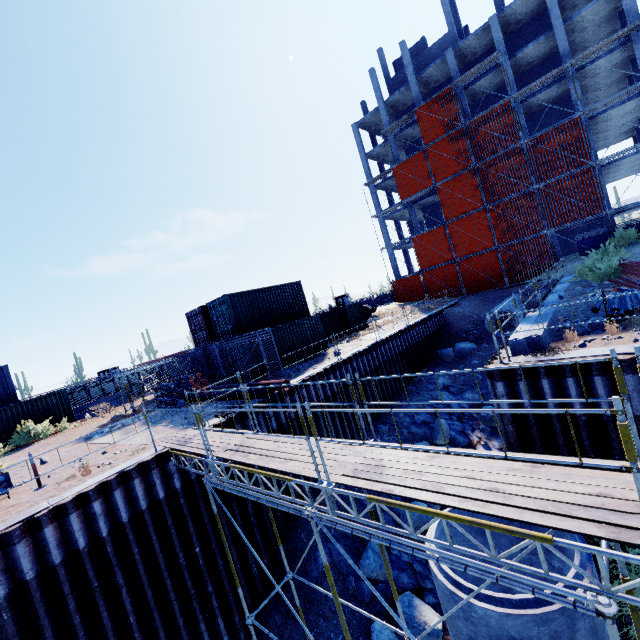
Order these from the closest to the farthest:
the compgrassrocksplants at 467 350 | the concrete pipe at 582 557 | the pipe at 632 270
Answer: the concrete pipe at 582 557, the pipe at 632 270, the compgrassrocksplants at 467 350

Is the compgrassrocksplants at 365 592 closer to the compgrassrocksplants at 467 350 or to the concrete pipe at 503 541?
the concrete pipe at 503 541

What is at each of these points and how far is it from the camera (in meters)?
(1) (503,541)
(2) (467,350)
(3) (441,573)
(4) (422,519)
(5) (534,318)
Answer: (1) concrete pipe, 8.92
(2) compgrassrocksplants, 23.09
(3) concrete pipe, 7.18
(4) compgrassrocksplants, 12.72
(5) concrete beam, 10.76

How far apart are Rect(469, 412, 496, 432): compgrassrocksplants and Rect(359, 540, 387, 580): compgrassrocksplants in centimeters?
785cm

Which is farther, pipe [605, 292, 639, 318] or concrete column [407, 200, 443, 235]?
concrete column [407, 200, 443, 235]

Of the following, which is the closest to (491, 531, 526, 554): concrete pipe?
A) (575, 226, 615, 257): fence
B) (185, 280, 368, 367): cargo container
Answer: (185, 280, 368, 367): cargo container

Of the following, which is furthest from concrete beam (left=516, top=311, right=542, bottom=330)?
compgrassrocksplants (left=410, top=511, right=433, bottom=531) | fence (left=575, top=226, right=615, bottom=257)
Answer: fence (left=575, top=226, right=615, bottom=257)

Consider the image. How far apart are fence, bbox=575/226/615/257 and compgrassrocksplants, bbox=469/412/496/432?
18.59m
